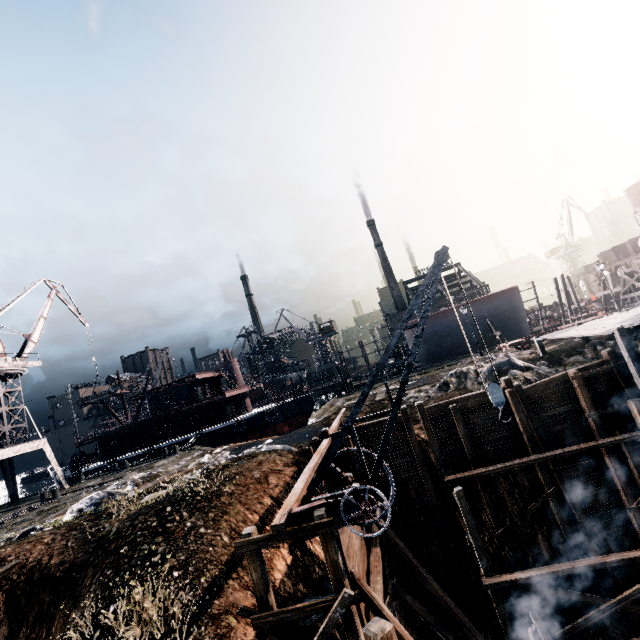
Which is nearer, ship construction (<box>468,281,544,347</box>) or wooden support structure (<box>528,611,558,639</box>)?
wooden support structure (<box>528,611,558,639</box>)

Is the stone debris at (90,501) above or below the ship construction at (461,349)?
below

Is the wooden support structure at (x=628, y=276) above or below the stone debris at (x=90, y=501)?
above

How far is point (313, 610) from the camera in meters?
8.2 m

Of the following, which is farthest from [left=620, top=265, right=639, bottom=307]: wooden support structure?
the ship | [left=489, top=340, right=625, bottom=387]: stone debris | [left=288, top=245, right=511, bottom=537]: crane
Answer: [left=288, top=245, right=511, bottom=537]: crane

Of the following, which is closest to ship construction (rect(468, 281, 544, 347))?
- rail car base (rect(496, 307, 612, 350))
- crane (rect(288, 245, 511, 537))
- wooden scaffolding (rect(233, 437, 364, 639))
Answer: rail car base (rect(496, 307, 612, 350))

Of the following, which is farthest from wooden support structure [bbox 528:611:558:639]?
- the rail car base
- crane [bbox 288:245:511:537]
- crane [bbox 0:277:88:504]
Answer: crane [bbox 0:277:88:504]

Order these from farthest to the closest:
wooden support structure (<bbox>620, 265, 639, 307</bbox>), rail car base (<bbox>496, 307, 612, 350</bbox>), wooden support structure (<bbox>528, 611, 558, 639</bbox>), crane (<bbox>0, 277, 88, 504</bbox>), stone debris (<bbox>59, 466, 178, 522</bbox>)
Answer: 1. wooden support structure (<bbox>620, 265, 639, 307</bbox>)
2. crane (<bbox>0, 277, 88, 504</bbox>)
3. rail car base (<bbox>496, 307, 612, 350</bbox>)
4. stone debris (<bbox>59, 466, 178, 522</bbox>)
5. wooden support structure (<bbox>528, 611, 558, 639</bbox>)
